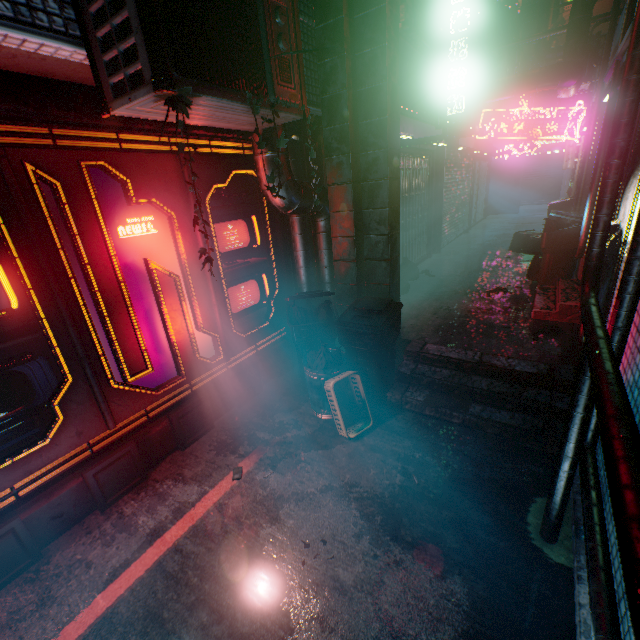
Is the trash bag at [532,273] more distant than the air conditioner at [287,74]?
Yes

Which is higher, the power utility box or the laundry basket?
the power utility box

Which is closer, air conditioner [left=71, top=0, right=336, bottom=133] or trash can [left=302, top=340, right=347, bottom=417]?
air conditioner [left=71, top=0, right=336, bottom=133]

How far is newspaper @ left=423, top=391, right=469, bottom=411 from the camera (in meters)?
3.10

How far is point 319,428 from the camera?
3.2 meters

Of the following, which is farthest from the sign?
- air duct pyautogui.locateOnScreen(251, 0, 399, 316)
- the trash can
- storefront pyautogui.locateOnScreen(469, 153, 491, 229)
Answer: the trash can

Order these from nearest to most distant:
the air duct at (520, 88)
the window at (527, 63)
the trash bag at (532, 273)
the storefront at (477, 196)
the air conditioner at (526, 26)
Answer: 1. the air duct at (520, 88)
2. the trash bag at (532, 273)
3. the air conditioner at (526, 26)
4. the storefront at (477, 196)
5. the window at (527, 63)

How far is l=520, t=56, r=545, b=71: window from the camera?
13.76m
